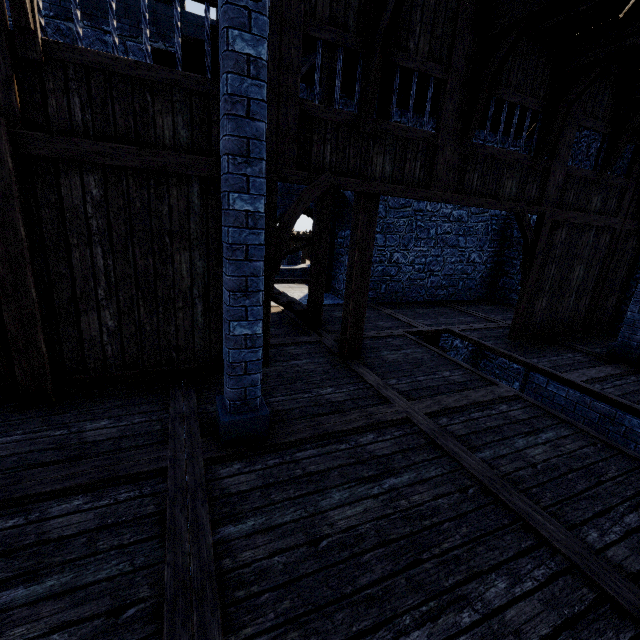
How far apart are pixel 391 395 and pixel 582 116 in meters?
7.0

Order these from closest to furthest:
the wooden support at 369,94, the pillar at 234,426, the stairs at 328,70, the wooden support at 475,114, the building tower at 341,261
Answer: the pillar at 234,426 < the wooden support at 369,94 < the wooden support at 475,114 < the stairs at 328,70 < the building tower at 341,261

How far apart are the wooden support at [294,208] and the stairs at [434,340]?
4.29m

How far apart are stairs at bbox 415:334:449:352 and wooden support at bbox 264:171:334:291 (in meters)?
4.29

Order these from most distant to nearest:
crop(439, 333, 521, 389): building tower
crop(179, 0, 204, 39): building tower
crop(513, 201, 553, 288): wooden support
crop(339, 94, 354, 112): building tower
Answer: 1. crop(439, 333, 521, 389): building tower
2. crop(339, 94, 354, 112): building tower
3. crop(179, 0, 204, 39): building tower
4. crop(513, 201, 553, 288): wooden support

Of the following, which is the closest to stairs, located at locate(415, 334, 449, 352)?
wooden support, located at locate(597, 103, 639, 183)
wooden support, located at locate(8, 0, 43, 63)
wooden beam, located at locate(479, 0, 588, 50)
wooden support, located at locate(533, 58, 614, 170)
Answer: wooden support, located at locate(533, 58, 614, 170)

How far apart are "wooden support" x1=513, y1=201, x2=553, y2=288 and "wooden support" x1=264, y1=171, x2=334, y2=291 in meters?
4.1

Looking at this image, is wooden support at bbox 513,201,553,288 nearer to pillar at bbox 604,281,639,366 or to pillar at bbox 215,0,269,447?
pillar at bbox 604,281,639,366
